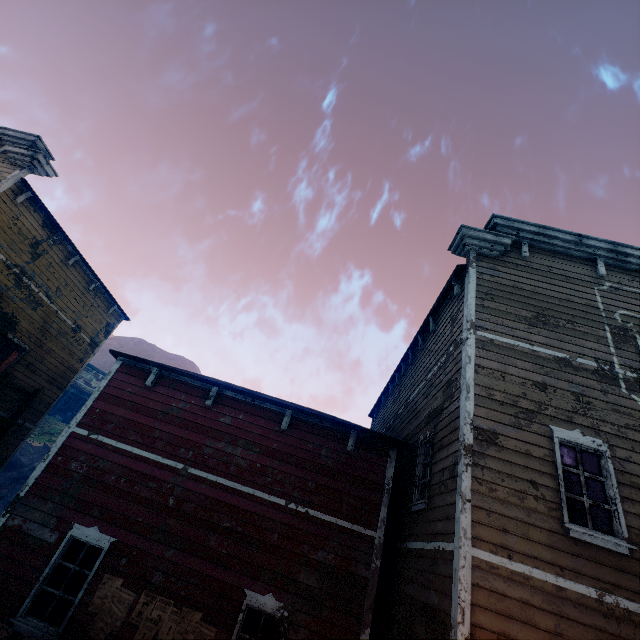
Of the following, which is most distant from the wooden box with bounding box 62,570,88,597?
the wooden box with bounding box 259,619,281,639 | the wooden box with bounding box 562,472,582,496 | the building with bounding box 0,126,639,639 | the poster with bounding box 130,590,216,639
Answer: the wooden box with bounding box 562,472,582,496

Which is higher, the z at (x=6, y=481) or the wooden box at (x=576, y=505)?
the wooden box at (x=576, y=505)

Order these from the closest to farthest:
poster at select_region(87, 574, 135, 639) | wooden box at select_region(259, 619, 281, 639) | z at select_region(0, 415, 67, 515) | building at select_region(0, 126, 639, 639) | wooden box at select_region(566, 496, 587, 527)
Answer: building at select_region(0, 126, 639, 639) < wooden box at select_region(566, 496, 587, 527) < poster at select_region(87, 574, 135, 639) < wooden box at select_region(259, 619, 281, 639) < z at select_region(0, 415, 67, 515)

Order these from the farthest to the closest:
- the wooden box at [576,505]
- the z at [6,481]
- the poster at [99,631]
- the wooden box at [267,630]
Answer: the z at [6,481] → the wooden box at [267,630] → the poster at [99,631] → the wooden box at [576,505]

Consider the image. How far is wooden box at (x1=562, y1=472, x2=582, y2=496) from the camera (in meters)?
5.73

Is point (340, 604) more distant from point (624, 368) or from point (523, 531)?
point (624, 368)

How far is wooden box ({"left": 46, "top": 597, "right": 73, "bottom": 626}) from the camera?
6.3m
